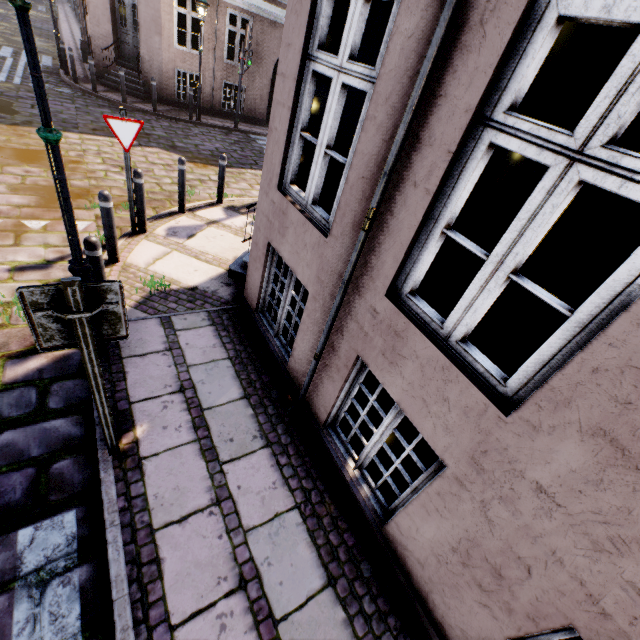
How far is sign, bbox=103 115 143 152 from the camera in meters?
4.7 m

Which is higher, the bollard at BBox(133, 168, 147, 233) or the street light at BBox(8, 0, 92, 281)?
the street light at BBox(8, 0, 92, 281)

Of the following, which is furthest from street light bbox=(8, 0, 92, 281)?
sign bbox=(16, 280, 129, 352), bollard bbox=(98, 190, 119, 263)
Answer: bollard bbox=(98, 190, 119, 263)

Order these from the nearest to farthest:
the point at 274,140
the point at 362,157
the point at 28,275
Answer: the point at 362,157
the point at 274,140
the point at 28,275

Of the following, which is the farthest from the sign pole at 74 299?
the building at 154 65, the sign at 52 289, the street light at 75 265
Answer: the building at 154 65

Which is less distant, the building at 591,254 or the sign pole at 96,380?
the building at 591,254

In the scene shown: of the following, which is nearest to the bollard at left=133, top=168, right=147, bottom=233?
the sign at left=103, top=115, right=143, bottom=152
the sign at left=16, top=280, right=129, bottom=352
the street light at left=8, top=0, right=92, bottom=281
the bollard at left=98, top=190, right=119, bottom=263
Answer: the sign at left=103, top=115, right=143, bottom=152

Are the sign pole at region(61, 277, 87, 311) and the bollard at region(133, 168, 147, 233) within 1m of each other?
no
